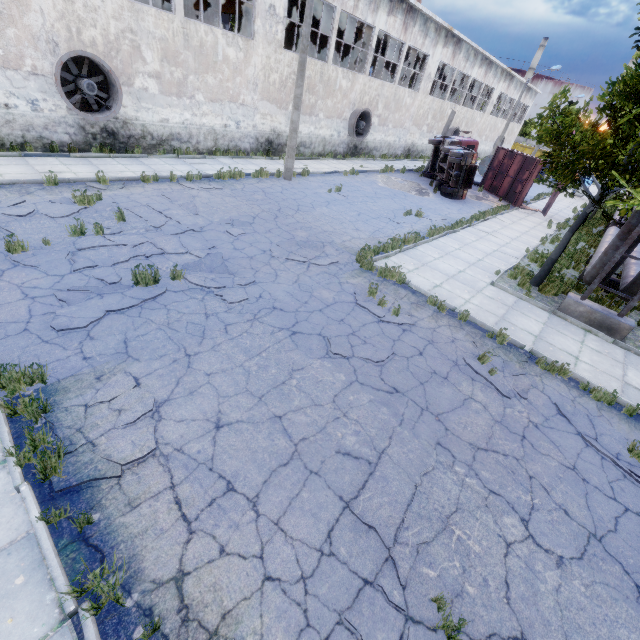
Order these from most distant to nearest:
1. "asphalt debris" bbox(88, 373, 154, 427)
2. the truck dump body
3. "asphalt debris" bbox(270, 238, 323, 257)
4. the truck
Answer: the truck dump body
the truck
"asphalt debris" bbox(270, 238, 323, 257)
"asphalt debris" bbox(88, 373, 154, 427)

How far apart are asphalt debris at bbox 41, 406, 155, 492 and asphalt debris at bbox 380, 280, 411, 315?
4.98m

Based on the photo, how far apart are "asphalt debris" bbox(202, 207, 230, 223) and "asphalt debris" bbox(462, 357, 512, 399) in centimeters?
773cm

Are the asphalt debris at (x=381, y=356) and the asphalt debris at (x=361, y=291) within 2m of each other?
yes

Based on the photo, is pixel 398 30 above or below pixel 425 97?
above

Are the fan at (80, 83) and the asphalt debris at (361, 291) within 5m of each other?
no

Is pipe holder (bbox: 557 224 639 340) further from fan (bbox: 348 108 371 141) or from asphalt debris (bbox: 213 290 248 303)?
fan (bbox: 348 108 371 141)

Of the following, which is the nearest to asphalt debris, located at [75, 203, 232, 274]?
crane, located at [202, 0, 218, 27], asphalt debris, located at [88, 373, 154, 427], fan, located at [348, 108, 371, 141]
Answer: asphalt debris, located at [88, 373, 154, 427]
